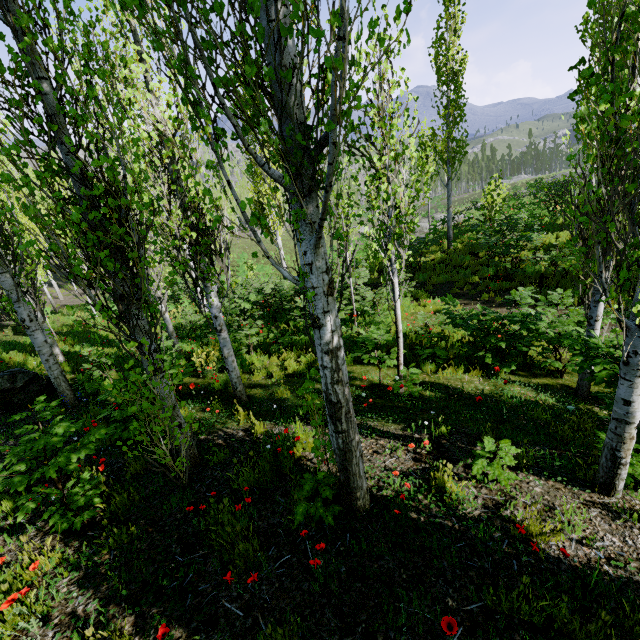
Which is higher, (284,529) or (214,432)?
(284,529)

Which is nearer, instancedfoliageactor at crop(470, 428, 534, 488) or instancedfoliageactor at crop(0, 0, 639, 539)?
instancedfoliageactor at crop(0, 0, 639, 539)

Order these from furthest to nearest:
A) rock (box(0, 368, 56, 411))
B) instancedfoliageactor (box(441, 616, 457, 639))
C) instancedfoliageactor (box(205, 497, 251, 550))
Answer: rock (box(0, 368, 56, 411))
instancedfoliageactor (box(205, 497, 251, 550))
instancedfoliageactor (box(441, 616, 457, 639))

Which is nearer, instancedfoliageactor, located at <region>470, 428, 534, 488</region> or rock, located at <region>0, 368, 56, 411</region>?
instancedfoliageactor, located at <region>470, 428, 534, 488</region>

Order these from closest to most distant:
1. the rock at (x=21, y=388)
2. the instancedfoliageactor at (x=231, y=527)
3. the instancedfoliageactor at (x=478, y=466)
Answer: the instancedfoliageactor at (x=231, y=527), the instancedfoliageactor at (x=478, y=466), the rock at (x=21, y=388)

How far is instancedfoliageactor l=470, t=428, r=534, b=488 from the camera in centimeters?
338cm

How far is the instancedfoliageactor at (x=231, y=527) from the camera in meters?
2.8 m
